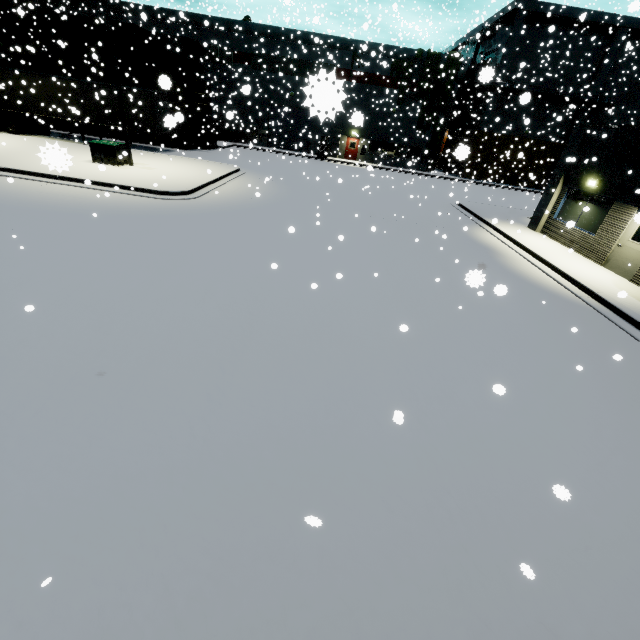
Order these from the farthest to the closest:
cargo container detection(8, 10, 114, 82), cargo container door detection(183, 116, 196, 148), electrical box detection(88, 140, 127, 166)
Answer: cargo container door detection(183, 116, 196, 148), cargo container detection(8, 10, 114, 82), electrical box detection(88, 140, 127, 166)

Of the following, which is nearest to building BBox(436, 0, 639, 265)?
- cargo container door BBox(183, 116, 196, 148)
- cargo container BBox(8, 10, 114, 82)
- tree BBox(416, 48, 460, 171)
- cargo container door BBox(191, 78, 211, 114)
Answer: tree BBox(416, 48, 460, 171)

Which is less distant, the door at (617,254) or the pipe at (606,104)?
the door at (617,254)

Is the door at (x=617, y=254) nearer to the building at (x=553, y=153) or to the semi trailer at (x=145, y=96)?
the building at (x=553, y=153)

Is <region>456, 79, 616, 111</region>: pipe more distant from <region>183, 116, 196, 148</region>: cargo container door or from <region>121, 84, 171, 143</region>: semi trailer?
<region>183, 116, 196, 148</region>: cargo container door

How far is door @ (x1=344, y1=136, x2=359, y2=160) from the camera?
37.2m

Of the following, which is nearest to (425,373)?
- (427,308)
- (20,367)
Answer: (427,308)

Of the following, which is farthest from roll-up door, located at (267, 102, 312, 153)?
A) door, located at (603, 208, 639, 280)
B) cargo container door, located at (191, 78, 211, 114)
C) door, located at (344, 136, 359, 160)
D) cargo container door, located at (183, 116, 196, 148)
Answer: Result: door, located at (603, 208, 639, 280)
